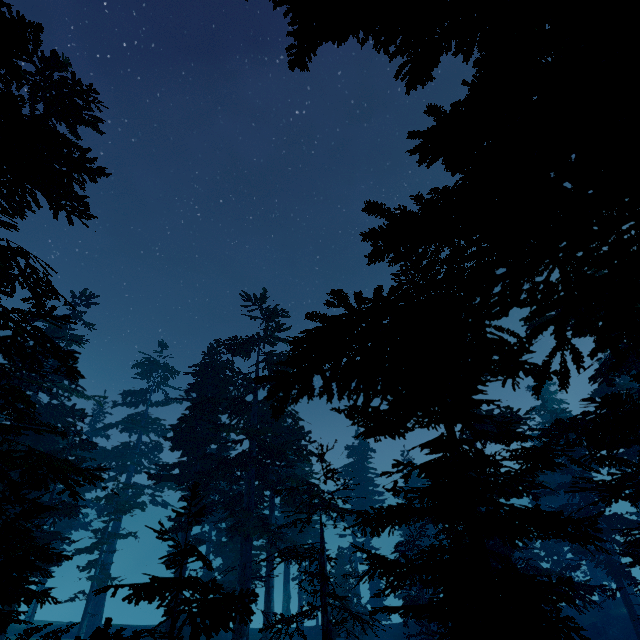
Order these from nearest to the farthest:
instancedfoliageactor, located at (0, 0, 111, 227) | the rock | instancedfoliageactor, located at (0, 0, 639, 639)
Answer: instancedfoliageactor, located at (0, 0, 639, 639)
instancedfoliageactor, located at (0, 0, 111, 227)
the rock

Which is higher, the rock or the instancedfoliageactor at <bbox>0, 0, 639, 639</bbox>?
the instancedfoliageactor at <bbox>0, 0, 639, 639</bbox>

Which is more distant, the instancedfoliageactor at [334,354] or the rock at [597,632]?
the rock at [597,632]

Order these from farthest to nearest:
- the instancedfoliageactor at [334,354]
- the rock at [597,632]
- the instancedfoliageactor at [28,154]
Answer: the rock at [597,632] → the instancedfoliageactor at [28,154] → the instancedfoliageactor at [334,354]

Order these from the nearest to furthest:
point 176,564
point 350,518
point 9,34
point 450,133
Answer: point 450,133 < point 176,564 < point 9,34 < point 350,518

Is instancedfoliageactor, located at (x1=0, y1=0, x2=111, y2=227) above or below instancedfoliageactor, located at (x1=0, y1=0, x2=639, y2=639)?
above

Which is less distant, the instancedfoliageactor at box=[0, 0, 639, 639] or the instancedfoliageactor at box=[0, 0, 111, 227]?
the instancedfoliageactor at box=[0, 0, 639, 639]

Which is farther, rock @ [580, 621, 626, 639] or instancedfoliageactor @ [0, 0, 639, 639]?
rock @ [580, 621, 626, 639]
